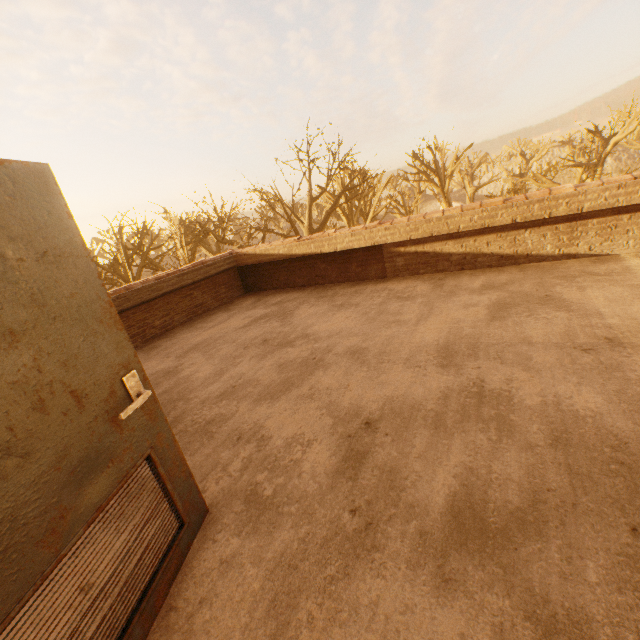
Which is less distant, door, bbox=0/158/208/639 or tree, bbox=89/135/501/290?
door, bbox=0/158/208/639

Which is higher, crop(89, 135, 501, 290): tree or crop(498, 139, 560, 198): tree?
crop(89, 135, 501, 290): tree

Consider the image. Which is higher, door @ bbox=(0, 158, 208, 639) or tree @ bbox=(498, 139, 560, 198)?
door @ bbox=(0, 158, 208, 639)

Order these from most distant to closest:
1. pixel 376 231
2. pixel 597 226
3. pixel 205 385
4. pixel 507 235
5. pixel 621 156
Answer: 1. pixel 621 156
2. pixel 376 231
3. pixel 507 235
4. pixel 597 226
5. pixel 205 385

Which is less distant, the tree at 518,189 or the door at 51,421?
the door at 51,421

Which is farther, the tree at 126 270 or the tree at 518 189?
the tree at 518 189

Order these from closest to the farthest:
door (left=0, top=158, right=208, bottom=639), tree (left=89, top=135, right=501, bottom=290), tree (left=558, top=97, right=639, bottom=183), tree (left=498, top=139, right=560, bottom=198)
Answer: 1. door (left=0, top=158, right=208, bottom=639)
2. tree (left=89, top=135, right=501, bottom=290)
3. tree (left=498, top=139, right=560, bottom=198)
4. tree (left=558, top=97, right=639, bottom=183)

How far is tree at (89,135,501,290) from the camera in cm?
1804
